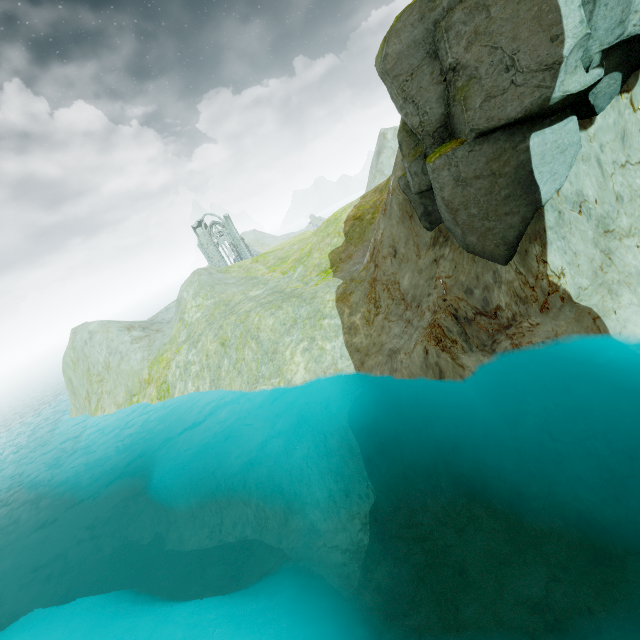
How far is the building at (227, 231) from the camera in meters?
57.3 m

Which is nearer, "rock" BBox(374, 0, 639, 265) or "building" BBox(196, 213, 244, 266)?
"rock" BBox(374, 0, 639, 265)

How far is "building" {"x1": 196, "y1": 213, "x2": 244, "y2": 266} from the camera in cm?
5731

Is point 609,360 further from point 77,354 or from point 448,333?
point 77,354

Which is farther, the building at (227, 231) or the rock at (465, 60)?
the building at (227, 231)
